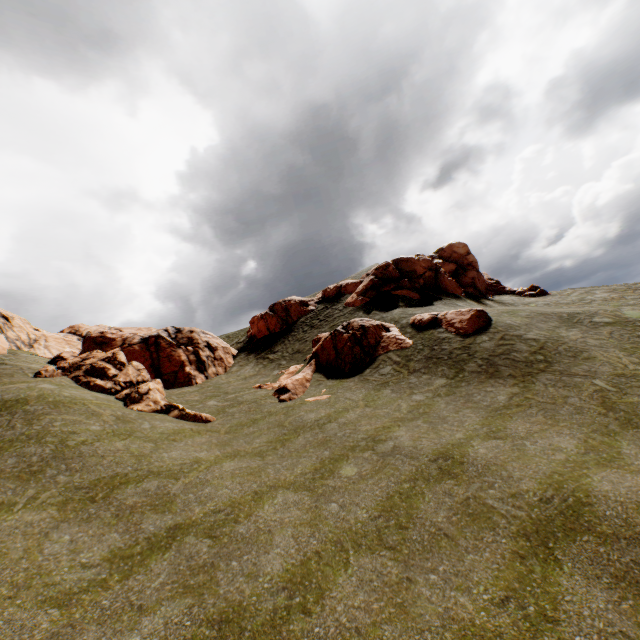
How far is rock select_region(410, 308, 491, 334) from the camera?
20.14m

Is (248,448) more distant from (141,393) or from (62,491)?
(141,393)

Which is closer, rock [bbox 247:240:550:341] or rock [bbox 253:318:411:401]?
rock [bbox 253:318:411:401]

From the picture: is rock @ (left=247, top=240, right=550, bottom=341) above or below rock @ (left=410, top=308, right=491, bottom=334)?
above

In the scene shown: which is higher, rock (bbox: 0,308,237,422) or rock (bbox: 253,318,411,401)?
rock (bbox: 0,308,237,422)

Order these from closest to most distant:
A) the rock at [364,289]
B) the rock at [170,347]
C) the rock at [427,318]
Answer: the rock at [170,347], the rock at [427,318], the rock at [364,289]

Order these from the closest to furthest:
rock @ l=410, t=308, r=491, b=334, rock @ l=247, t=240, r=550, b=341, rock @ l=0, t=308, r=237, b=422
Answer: rock @ l=0, t=308, r=237, b=422 < rock @ l=410, t=308, r=491, b=334 < rock @ l=247, t=240, r=550, b=341

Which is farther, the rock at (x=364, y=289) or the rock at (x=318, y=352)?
the rock at (x=364, y=289)
